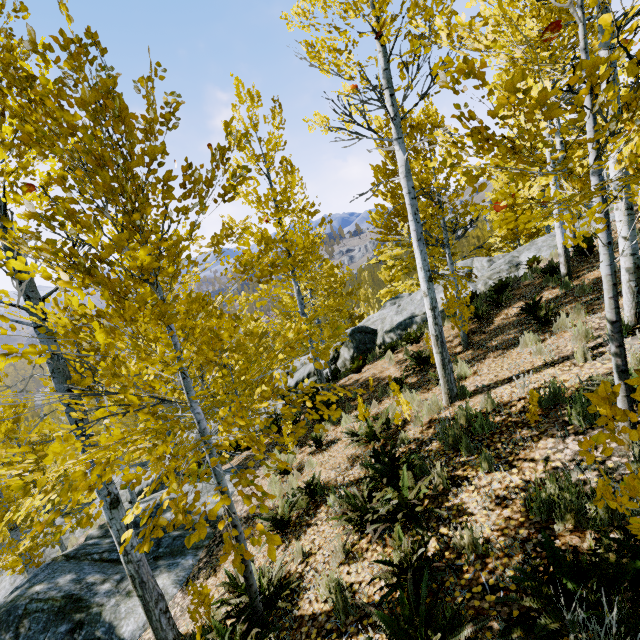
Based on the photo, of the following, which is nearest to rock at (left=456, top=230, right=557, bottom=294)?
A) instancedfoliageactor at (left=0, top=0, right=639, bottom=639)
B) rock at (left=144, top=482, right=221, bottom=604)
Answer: instancedfoliageactor at (left=0, top=0, right=639, bottom=639)

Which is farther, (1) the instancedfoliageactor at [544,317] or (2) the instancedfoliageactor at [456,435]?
(1) the instancedfoliageactor at [544,317]

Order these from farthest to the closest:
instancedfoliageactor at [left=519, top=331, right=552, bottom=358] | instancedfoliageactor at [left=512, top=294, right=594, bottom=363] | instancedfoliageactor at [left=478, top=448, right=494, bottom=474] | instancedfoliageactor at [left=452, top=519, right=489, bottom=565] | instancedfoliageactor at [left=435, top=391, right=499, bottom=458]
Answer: instancedfoliageactor at [left=519, top=331, right=552, bottom=358] < instancedfoliageactor at [left=512, top=294, right=594, bottom=363] < instancedfoliageactor at [left=435, top=391, right=499, bottom=458] < instancedfoliageactor at [left=478, top=448, right=494, bottom=474] < instancedfoliageactor at [left=452, top=519, right=489, bottom=565]

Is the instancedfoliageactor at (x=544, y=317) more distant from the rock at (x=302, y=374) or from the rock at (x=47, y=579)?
the rock at (x=47, y=579)

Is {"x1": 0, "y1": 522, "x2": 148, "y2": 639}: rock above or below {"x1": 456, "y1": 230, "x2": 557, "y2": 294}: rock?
below

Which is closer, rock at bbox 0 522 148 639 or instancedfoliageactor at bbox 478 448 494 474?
instancedfoliageactor at bbox 478 448 494 474

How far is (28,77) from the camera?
4.1 meters
